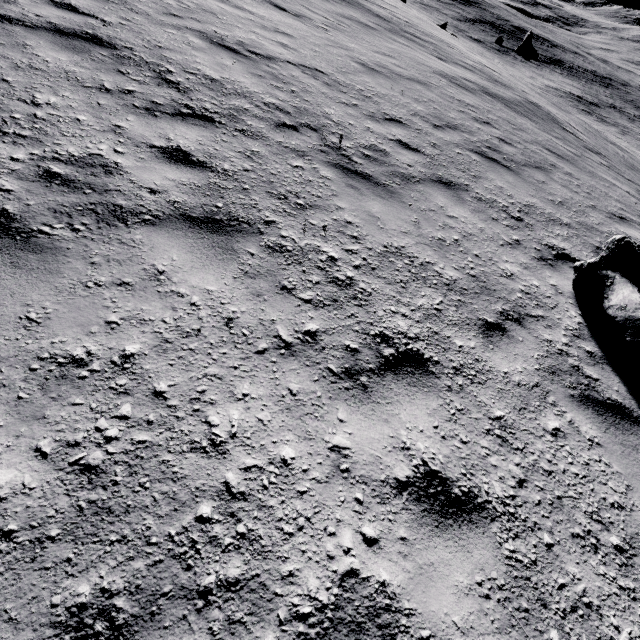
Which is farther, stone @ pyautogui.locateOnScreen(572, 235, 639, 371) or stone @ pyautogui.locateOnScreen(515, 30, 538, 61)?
stone @ pyautogui.locateOnScreen(515, 30, 538, 61)

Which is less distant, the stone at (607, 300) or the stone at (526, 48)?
the stone at (607, 300)

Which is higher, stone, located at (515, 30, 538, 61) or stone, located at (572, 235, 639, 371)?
stone, located at (572, 235, 639, 371)

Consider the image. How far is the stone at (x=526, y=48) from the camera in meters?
35.0 m

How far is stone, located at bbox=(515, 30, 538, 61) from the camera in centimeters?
3503cm

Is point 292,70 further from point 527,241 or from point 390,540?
point 390,540
